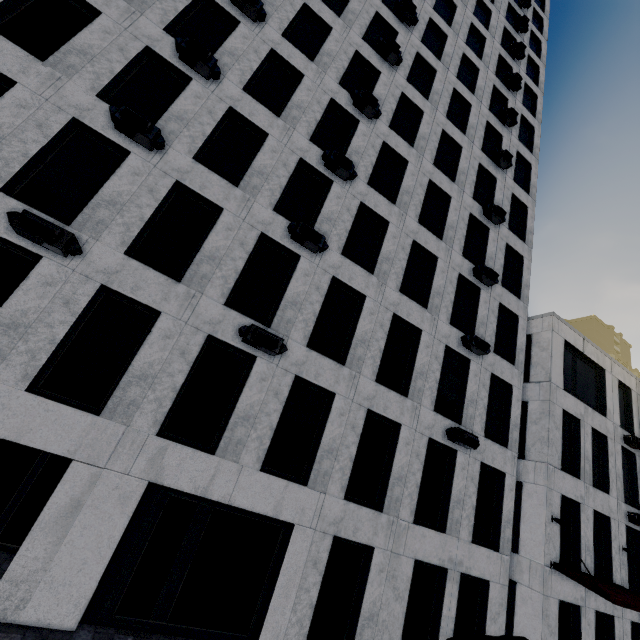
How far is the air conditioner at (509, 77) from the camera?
→ 21.3m

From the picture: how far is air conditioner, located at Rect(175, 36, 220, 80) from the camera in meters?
10.2

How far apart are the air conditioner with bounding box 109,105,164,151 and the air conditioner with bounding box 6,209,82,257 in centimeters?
347cm

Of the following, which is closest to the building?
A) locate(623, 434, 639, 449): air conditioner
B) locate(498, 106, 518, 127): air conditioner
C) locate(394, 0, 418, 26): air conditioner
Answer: locate(623, 434, 639, 449): air conditioner

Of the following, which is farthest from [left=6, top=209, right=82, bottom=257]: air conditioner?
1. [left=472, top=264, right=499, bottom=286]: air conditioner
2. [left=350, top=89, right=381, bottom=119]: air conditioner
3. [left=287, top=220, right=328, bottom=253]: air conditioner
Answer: [left=472, top=264, right=499, bottom=286]: air conditioner

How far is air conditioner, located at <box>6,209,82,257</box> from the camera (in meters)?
7.18

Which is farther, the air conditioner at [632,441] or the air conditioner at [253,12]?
the air conditioner at [632,441]

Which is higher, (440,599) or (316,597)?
(440,599)
